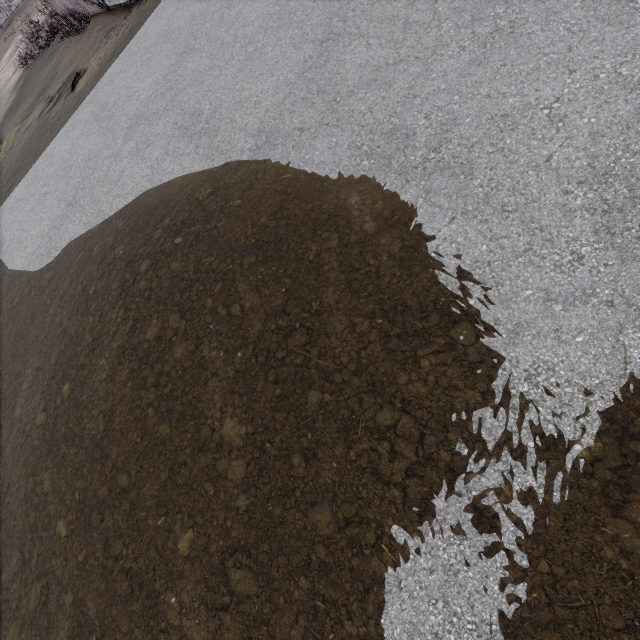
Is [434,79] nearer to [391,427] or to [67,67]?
[391,427]
